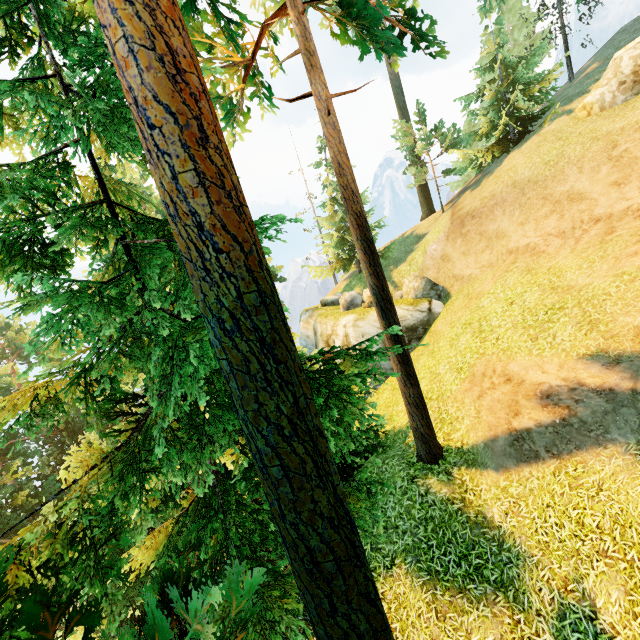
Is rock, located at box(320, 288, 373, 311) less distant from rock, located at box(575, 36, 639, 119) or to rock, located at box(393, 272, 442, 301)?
rock, located at box(393, 272, 442, 301)

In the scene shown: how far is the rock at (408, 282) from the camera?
19.6 meters

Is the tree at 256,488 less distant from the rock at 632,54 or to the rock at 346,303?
the rock at 346,303

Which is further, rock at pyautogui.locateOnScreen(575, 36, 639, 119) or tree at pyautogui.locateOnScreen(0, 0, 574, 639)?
rock at pyautogui.locateOnScreen(575, 36, 639, 119)

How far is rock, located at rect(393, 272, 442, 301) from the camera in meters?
19.6 m

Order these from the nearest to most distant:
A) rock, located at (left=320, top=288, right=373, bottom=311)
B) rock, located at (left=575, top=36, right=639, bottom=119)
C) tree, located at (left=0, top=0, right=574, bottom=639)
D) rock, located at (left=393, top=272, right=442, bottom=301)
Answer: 1. tree, located at (left=0, top=0, right=574, bottom=639)
2. rock, located at (left=575, top=36, right=639, bottom=119)
3. rock, located at (left=393, top=272, right=442, bottom=301)
4. rock, located at (left=320, top=288, right=373, bottom=311)

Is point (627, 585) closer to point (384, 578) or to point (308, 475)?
point (384, 578)

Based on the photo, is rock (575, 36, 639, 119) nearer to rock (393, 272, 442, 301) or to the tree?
the tree
